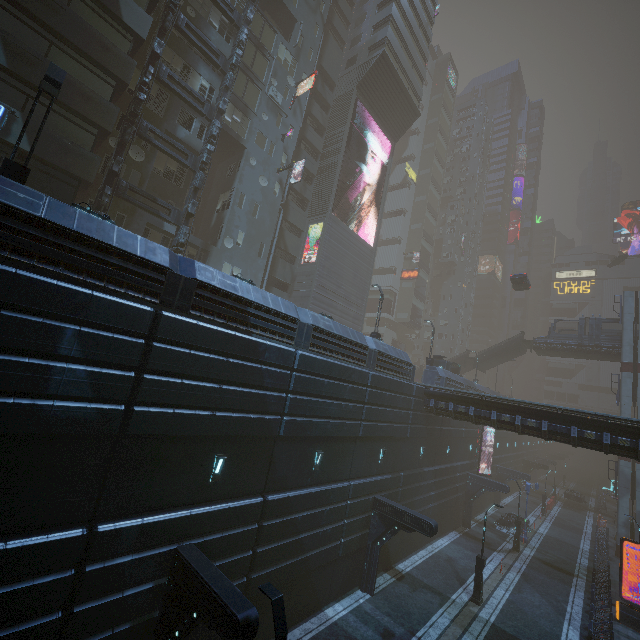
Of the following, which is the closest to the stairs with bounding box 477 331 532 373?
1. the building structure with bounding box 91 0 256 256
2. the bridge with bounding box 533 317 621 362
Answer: the bridge with bounding box 533 317 621 362

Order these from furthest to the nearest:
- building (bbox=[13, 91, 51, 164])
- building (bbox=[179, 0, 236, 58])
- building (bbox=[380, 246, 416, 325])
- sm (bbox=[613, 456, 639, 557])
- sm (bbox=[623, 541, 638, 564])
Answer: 1. building (bbox=[380, 246, 416, 325])
2. sm (bbox=[613, 456, 639, 557])
3. sm (bbox=[623, 541, 638, 564])
4. building (bbox=[179, 0, 236, 58])
5. building (bbox=[13, 91, 51, 164])

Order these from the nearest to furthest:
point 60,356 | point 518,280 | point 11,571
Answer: point 11,571 < point 60,356 < point 518,280

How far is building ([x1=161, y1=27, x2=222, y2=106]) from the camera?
21.8 meters

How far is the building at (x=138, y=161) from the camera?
20.2 meters

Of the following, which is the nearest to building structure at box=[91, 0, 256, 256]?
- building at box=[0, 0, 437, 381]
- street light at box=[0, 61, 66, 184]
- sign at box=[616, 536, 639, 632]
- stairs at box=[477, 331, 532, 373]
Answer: building at box=[0, 0, 437, 381]

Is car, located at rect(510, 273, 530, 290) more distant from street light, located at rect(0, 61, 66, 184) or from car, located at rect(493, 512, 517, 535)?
car, located at rect(493, 512, 517, 535)

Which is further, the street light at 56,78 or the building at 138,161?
the building at 138,161
